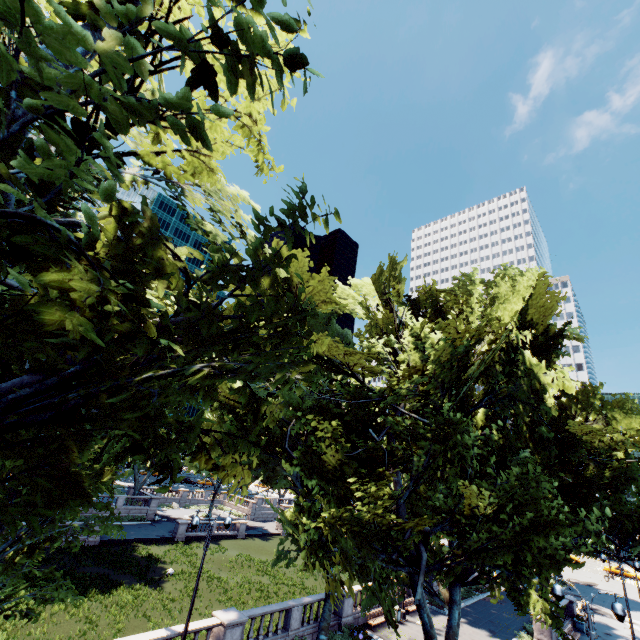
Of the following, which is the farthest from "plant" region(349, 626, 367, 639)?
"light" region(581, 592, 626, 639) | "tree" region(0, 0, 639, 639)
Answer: "light" region(581, 592, 626, 639)

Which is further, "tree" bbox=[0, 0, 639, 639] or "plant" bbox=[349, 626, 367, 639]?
"plant" bbox=[349, 626, 367, 639]

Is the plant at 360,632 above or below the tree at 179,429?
below

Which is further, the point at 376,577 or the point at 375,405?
the point at 375,405

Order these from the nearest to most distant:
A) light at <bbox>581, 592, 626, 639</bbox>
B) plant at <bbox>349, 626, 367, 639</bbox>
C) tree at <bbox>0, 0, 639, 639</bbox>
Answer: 1. tree at <bbox>0, 0, 639, 639</bbox>
2. light at <bbox>581, 592, 626, 639</bbox>
3. plant at <bbox>349, 626, 367, 639</bbox>

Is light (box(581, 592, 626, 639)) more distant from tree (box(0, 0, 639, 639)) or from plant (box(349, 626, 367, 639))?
plant (box(349, 626, 367, 639))

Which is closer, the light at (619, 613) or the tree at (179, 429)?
the tree at (179, 429)
